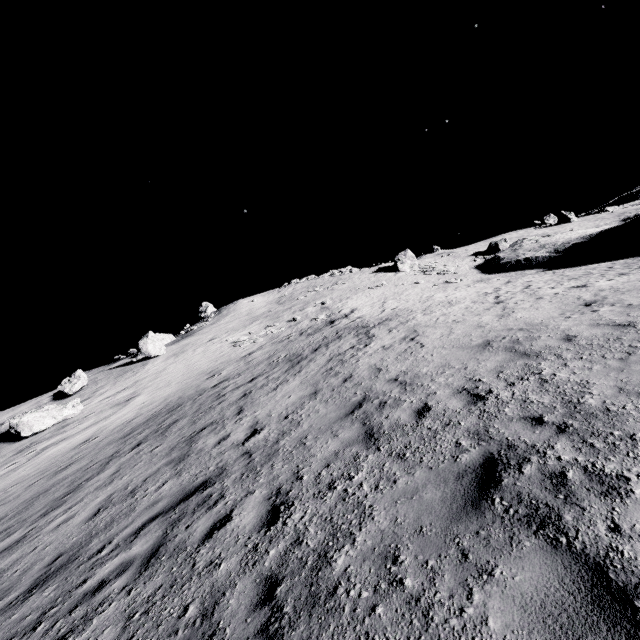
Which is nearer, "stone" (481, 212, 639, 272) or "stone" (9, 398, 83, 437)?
"stone" (9, 398, 83, 437)

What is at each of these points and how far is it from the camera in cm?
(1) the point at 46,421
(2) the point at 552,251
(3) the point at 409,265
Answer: (1) stone, 1956
(2) stone, 3181
(3) stone, 4538

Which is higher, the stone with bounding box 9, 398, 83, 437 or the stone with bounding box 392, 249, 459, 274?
the stone with bounding box 392, 249, 459, 274

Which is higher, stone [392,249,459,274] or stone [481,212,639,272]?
stone [392,249,459,274]

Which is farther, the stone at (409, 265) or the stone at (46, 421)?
the stone at (409, 265)

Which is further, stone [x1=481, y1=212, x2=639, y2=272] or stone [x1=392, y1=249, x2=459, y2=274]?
stone [x1=392, y1=249, x2=459, y2=274]

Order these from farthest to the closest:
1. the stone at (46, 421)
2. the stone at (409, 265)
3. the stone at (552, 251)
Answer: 1. the stone at (409, 265)
2. the stone at (552, 251)
3. the stone at (46, 421)
